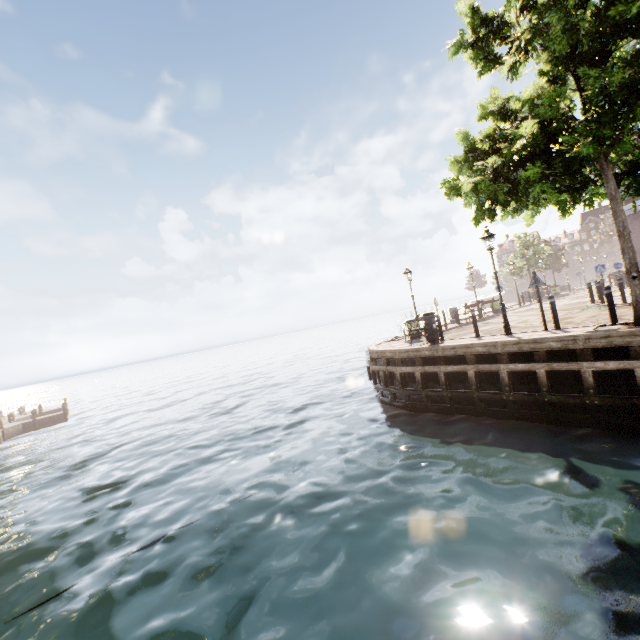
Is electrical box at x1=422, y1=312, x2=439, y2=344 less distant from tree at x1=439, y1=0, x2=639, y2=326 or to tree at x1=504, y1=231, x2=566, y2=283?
tree at x1=439, y1=0, x2=639, y2=326

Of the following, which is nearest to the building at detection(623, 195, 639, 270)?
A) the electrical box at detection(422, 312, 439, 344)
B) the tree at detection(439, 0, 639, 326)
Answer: the tree at detection(439, 0, 639, 326)

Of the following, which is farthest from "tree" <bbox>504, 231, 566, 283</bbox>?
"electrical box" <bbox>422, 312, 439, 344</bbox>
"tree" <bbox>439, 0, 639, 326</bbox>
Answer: "electrical box" <bbox>422, 312, 439, 344</bbox>

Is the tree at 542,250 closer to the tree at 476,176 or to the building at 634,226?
the building at 634,226

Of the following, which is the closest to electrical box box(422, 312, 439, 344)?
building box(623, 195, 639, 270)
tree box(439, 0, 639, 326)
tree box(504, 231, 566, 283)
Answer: tree box(439, 0, 639, 326)

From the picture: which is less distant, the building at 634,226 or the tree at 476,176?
the tree at 476,176

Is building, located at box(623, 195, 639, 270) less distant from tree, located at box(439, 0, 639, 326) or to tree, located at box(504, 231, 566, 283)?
tree, located at box(439, 0, 639, 326)

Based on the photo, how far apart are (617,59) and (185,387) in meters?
41.0 m
